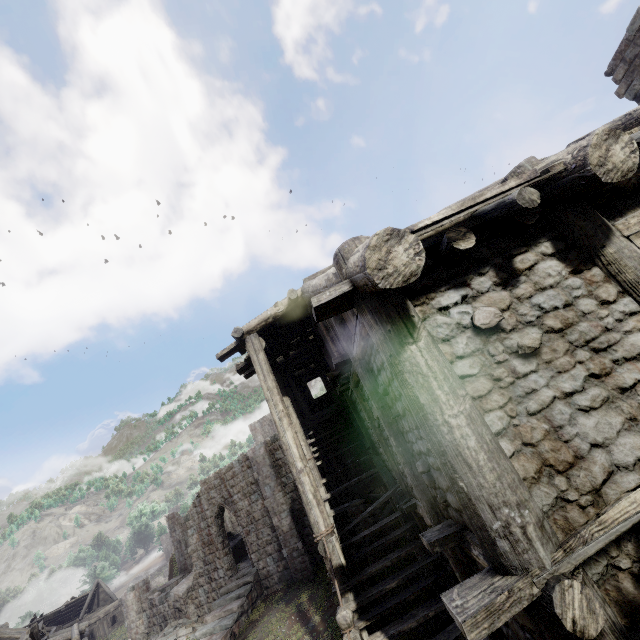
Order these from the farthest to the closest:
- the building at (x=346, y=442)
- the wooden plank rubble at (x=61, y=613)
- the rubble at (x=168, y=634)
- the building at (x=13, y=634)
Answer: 1. the wooden plank rubble at (x=61, y=613)
2. the building at (x=13, y=634)
3. the rubble at (x=168, y=634)
4. the building at (x=346, y=442)

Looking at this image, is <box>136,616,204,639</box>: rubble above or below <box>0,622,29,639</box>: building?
below

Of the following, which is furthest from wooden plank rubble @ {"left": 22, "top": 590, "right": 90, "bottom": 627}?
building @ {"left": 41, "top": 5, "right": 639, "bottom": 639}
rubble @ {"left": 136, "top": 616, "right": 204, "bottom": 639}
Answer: rubble @ {"left": 136, "top": 616, "right": 204, "bottom": 639}

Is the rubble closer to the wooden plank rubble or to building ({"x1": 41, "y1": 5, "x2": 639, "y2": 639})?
building ({"x1": 41, "y1": 5, "x2": 639, "y2": 639})

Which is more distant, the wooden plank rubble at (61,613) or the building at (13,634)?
the wooden plank rubble at (61,613)

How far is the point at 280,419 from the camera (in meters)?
7.91
